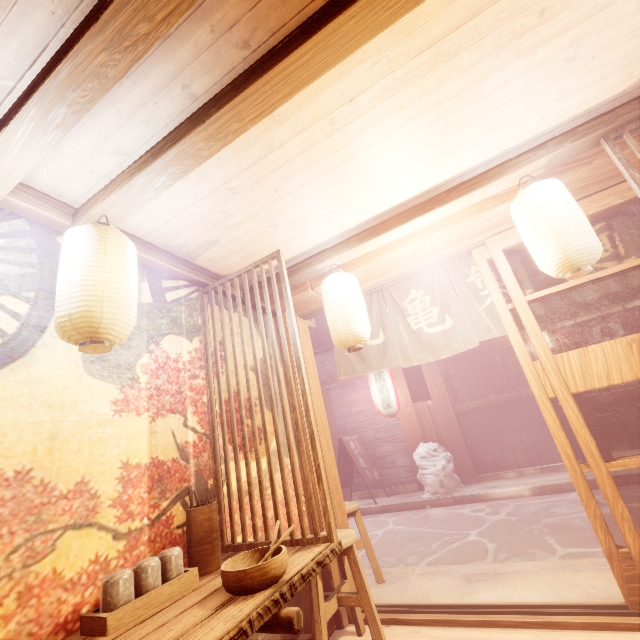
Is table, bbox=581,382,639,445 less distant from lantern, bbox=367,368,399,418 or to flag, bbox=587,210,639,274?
lantern, bbox=367,368,399,418

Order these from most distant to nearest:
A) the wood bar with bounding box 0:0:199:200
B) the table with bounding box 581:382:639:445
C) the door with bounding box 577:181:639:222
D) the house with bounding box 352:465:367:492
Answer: the house with bounding box 352:465:367:492 < the table with bounding box 581:382:639:445 < the door with bounding box 577:181:639:222 < the wood bar with bounding box 0:0:199:200

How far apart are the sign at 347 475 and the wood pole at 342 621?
8.2m

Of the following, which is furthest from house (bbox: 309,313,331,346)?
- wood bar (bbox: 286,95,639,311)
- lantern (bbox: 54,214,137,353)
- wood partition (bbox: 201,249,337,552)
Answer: lantern (bbox: 54,214,137,353)

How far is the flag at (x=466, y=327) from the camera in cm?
587

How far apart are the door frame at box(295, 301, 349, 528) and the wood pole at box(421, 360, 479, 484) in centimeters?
888cm

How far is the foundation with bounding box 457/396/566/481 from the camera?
11.89m

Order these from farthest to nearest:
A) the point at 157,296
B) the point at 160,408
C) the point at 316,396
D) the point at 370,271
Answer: the point at 316,396 < the point at 370,271 < the point at 157,296 < the point at 160,408
